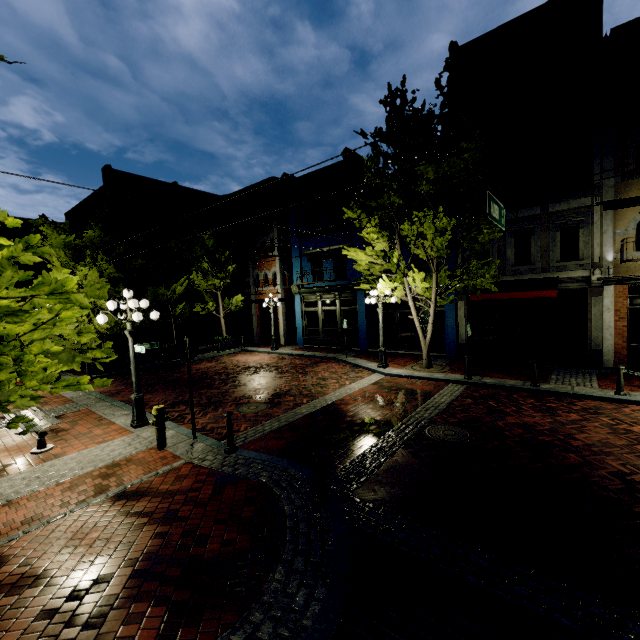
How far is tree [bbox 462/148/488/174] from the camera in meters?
11.0

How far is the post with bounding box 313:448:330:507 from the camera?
5.06m

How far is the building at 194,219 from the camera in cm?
2559

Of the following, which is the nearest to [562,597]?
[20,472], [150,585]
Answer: [150,585]

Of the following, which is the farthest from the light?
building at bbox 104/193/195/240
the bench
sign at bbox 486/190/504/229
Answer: building at bbox 104/193/195/240

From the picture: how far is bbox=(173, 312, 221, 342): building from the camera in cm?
2812

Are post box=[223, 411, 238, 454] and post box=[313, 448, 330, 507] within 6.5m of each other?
yes

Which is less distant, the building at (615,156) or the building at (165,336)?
the building at (615,156)
